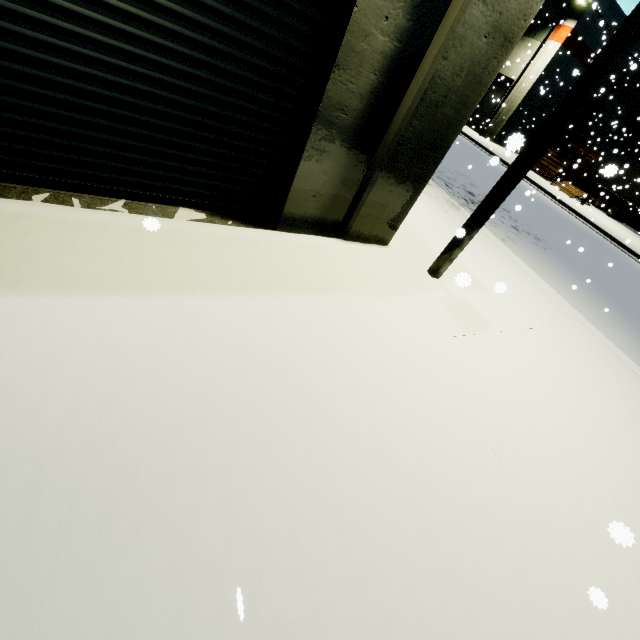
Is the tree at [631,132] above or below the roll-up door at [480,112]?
above

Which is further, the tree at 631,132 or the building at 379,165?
the tree at 631,132

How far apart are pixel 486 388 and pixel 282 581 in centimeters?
305cm

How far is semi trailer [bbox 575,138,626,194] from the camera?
12.0 meters

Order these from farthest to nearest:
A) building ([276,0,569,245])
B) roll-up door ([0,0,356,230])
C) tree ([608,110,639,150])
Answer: tree ([608,110,639,150])
building ([276,0,569,245])
roll-up door ([0,0,356,230])

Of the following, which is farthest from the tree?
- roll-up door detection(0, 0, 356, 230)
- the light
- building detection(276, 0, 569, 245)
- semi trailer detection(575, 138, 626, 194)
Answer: the light

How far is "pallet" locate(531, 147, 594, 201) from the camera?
23.6 meters

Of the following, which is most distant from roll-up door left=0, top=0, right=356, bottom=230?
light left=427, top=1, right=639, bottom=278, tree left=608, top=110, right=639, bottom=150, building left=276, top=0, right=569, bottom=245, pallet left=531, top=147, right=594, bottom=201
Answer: tree left=608, top=110, right=639, bottom=150
